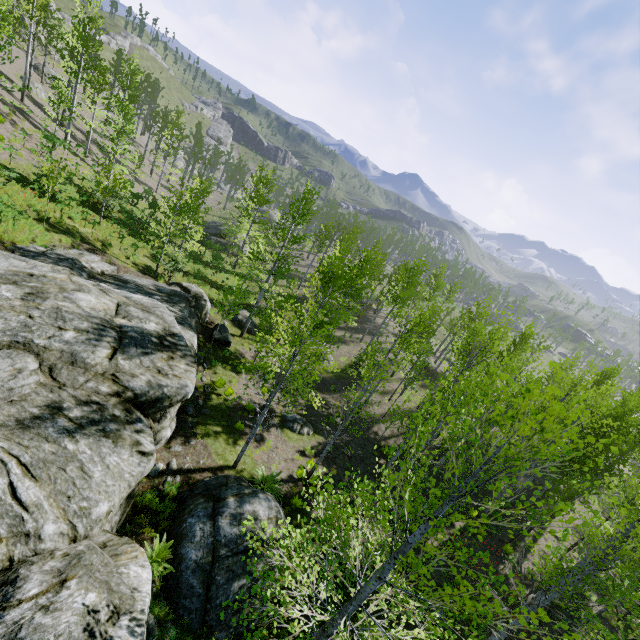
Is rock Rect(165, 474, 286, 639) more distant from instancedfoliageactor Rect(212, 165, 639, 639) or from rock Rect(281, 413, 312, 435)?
instancedfoliageactor Rect(212, 165, 639, 639)

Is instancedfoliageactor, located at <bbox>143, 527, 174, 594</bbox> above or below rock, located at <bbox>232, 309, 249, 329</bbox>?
above

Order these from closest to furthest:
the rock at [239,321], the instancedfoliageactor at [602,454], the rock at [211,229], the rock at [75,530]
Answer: the instancedfoliageactor at [602,454], the rock at [75,530], the rock at [239,321], the rock at [211,229]

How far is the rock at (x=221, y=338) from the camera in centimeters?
1906cm

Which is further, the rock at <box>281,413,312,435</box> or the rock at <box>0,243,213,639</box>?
the rock at <box>281,413,312,435</box>

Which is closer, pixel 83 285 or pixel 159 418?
pixel 159 418

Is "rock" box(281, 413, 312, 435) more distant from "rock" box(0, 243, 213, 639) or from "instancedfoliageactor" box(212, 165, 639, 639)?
"instancedfoliageactor" box(212, 165, 639, 639)

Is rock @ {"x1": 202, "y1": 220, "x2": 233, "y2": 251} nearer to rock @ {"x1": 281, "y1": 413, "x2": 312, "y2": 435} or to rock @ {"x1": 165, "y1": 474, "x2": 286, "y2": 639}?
rock @ {"x1": 281, "y1": 413, "x2": 312, "y2": 435}
